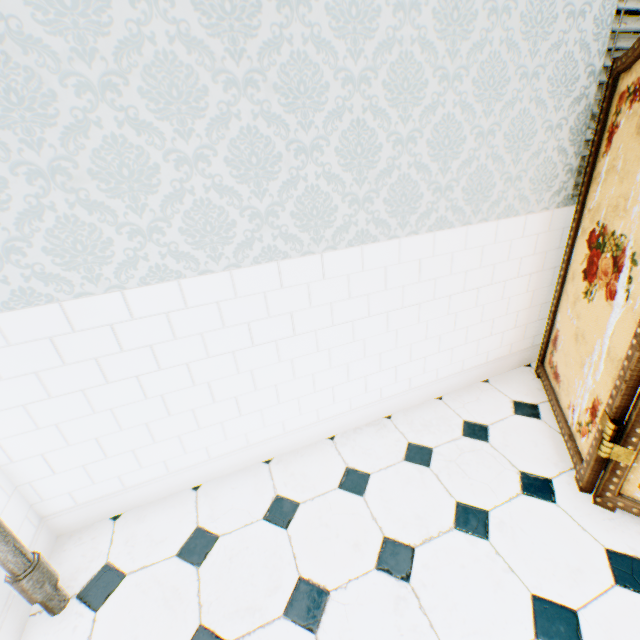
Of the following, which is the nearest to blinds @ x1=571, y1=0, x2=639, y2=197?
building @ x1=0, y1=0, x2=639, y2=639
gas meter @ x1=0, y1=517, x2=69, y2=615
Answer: building @ x1=0, y1=0, x2=639, y2=639

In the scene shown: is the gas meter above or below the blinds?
below

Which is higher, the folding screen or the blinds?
the blinds

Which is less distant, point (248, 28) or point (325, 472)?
point (248, 28)

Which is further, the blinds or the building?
the blinds

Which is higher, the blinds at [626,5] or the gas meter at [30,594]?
the blinds at [626,5]

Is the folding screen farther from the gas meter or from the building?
the gas meter

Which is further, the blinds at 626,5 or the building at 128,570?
the blinds at 626,5
